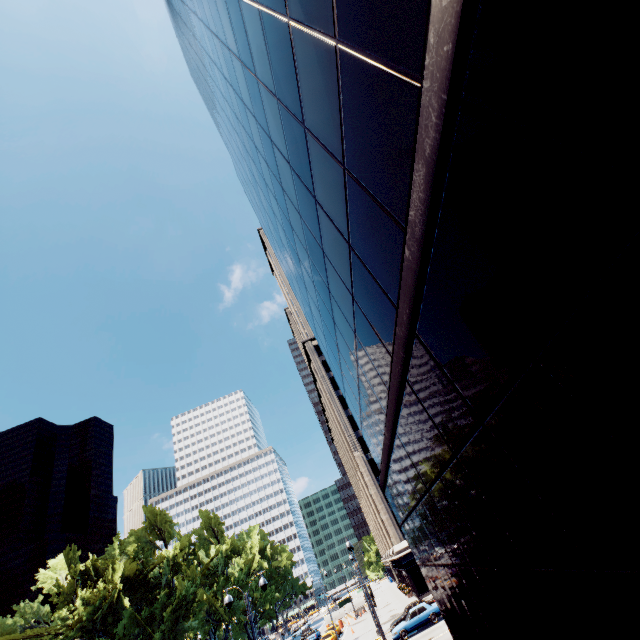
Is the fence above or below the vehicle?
above

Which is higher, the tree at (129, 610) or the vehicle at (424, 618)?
the tree at (129, 610)

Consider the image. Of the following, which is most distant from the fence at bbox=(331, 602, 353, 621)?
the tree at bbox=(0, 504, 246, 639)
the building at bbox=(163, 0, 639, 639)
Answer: the building at bbox=(163, 0, 639, 639)

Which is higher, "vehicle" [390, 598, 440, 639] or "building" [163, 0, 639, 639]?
"building" [163, 0, 639, 639]

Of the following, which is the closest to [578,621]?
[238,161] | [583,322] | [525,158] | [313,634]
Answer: [583,322]

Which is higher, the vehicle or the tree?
the tree

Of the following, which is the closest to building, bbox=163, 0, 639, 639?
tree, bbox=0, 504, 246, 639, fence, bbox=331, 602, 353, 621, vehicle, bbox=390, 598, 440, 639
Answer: vehicle, bbox=390, 598, 440, 639

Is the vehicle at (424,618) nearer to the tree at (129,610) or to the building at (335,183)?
the building at (335,183)
